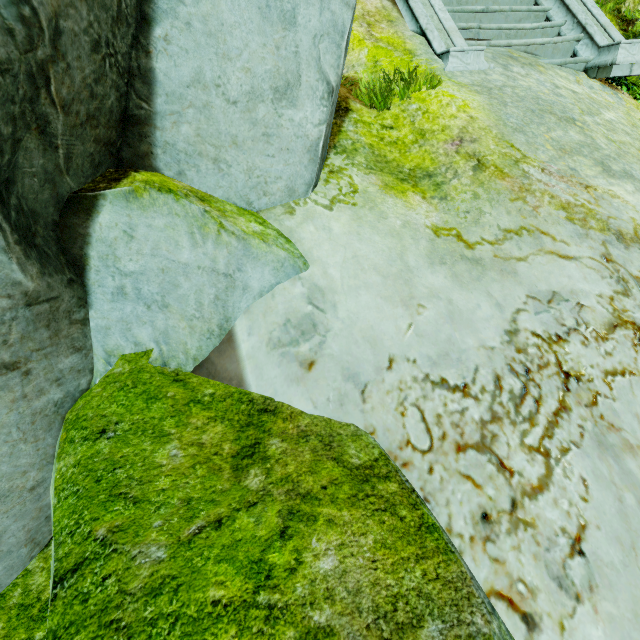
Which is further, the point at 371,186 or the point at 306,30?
the point at 371,186

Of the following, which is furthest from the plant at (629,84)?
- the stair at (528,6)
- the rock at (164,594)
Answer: the rock at (164,594)

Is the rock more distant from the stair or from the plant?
the plant

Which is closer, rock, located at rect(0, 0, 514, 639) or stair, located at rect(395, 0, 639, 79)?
rock, located at rect(0, 0, 514, 639)

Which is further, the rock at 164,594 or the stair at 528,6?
the stair at 528,6

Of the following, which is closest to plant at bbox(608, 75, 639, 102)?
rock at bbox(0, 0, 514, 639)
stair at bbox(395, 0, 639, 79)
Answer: stair at bbox(395, 0, 639, 79)
